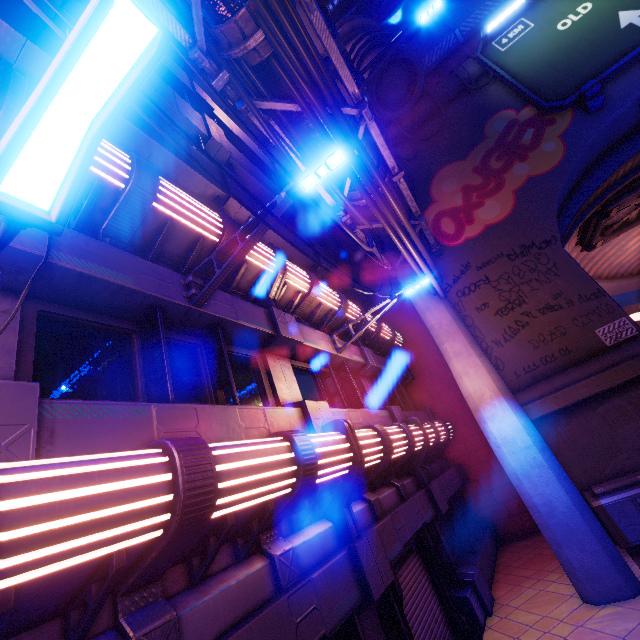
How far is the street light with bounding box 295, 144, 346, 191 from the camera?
4.37m

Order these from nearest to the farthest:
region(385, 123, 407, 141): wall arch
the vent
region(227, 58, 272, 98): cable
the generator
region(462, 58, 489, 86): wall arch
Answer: region(227, 58, 272, 98): cable, the generator, region(462, 58, 489, 86): wall arch, the vent, region(385, 123, 407, 141): wall arch

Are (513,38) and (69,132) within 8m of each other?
no

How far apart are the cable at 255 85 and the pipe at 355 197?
0.01m

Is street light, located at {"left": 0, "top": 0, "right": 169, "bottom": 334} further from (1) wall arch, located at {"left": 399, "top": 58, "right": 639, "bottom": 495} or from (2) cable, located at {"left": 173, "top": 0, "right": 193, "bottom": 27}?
(1) wall arch, located at {"left": 399, "top": 58, "right": 639, "bottom": 495}

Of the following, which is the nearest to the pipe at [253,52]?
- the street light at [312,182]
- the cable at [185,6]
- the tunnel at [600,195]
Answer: the cable at [185,6]

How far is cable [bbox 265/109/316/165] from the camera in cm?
660

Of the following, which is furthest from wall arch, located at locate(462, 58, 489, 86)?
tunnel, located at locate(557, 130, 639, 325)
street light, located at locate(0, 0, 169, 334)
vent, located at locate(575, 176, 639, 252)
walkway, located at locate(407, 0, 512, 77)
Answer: street light, located at locate(0, 0, 169, 334)
